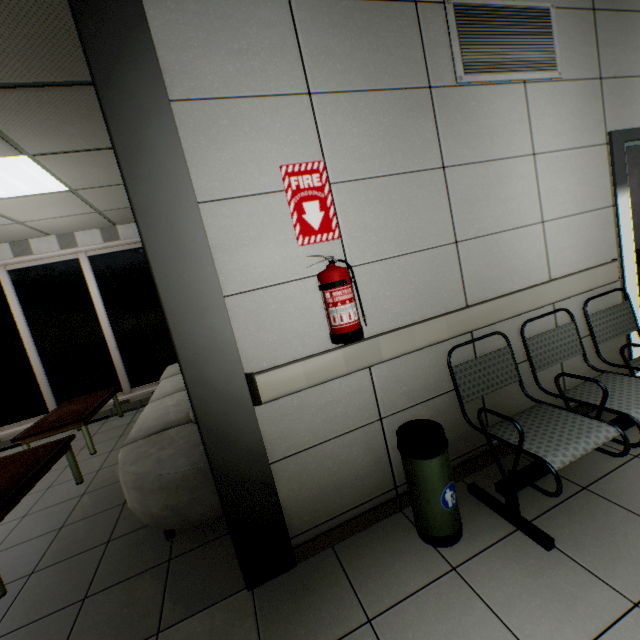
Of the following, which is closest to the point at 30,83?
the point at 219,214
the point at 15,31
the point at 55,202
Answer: the point at 15,31

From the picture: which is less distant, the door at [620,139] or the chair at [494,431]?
the chair at [494,431]

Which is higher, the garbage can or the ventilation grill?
the ventilation grill

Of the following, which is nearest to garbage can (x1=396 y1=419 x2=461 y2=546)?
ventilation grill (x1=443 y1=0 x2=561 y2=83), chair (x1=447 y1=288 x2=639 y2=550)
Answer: chair (x1=447 y1=288 x2=639 y2=550)

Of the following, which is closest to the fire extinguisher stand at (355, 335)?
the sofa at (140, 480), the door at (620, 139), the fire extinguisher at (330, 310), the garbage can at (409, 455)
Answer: the fire extinguisher at (330, 310)

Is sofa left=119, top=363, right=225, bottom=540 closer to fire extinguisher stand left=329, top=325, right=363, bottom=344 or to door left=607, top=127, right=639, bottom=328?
fire extinguisher stand left=329, top=325, right=363, bottom=344

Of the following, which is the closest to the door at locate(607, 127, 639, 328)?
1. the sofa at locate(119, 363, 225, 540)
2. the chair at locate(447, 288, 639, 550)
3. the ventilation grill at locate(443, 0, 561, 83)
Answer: the chair at locate(447, 288, 639, 550)

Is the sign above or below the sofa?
above
